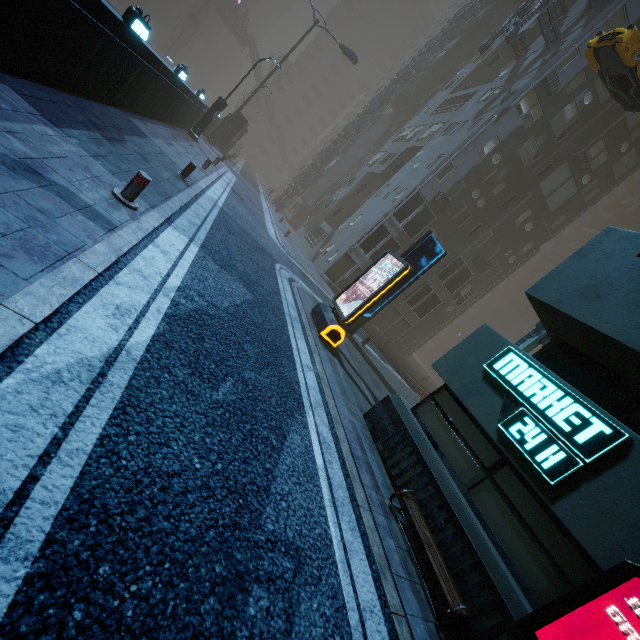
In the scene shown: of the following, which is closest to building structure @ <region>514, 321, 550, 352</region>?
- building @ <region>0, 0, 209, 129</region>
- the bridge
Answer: building @ <region>0, 0, 209, 129</region>

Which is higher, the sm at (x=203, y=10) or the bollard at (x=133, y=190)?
the sm at (x=203, y=10)

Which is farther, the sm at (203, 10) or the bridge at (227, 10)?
the bridge at (227, 10)

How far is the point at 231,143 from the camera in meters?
34.4

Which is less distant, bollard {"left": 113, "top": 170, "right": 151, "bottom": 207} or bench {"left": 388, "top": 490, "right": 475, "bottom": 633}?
bench {"left": 388, "top": 490, "right": 475, "bottom": 633}

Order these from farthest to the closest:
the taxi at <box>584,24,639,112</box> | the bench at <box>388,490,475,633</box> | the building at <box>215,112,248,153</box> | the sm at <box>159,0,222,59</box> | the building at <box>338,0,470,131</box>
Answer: the sm at <box>159,0,222,59</box>, the building at <box>338,0,470,131</box>, the building at <box>215,112,248,153</box>, the taxi at <box>584,24,639,112</box>, the bench at <box>388,490,475,633</box>

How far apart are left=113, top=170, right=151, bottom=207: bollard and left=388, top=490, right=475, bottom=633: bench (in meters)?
6.69

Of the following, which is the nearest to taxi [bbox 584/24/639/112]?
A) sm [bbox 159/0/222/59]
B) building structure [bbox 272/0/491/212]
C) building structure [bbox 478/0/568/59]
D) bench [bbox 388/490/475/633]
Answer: building structure [bbox 478/0/568/59]
